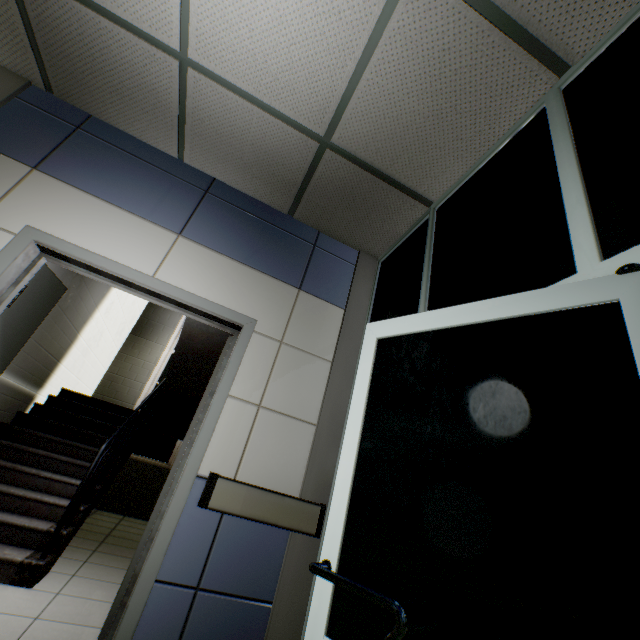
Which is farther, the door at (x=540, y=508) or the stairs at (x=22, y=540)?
the stairs at (x=22, y=540)

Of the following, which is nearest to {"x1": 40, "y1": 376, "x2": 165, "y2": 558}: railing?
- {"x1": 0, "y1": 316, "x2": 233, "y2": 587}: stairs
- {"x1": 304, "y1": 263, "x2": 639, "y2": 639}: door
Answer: {"x1": 0, "y1": 316, "x2": 233, "y2": 587}: stairs

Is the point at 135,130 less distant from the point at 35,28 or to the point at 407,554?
the point at 35,28

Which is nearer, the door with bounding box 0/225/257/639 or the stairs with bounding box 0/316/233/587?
the door with bounding box 0/225/257/639

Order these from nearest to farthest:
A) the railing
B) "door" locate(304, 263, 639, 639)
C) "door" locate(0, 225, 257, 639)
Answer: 1. "door" locate(304, 263, 639, 639)
2. "door" locate(0, 225, 257, 639)
3. the railing

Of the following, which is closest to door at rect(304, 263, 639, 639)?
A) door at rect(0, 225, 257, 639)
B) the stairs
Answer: → door at rect(0, 225, 257, 639)

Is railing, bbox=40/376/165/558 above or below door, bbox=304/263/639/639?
below

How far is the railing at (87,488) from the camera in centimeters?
288cm
